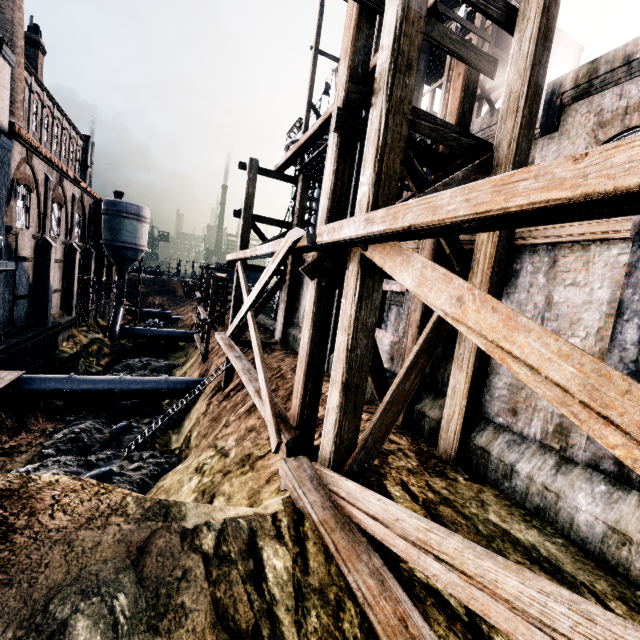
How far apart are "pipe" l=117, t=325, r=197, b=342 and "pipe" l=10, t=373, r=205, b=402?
18.4 meters

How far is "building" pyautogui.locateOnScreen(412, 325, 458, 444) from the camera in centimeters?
861cm

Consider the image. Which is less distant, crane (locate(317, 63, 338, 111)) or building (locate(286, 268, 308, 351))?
building (locate(286, 268, 308, 351))

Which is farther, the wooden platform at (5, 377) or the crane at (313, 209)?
the crane at (313, 209)

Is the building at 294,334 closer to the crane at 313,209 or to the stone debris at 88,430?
the crane at 313,209

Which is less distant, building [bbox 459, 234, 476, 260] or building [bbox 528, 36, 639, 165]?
building [bbox 459, 234, 476, 260]

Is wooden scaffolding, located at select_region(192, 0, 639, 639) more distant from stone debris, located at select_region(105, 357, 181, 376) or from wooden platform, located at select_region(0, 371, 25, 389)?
wooden platform, located at select_region(0, 371, 25, 389)

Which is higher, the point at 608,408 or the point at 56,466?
the point at 608,408
